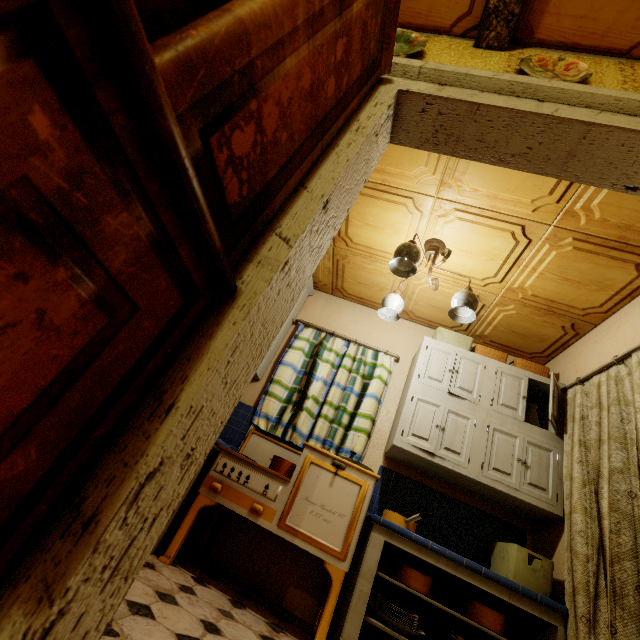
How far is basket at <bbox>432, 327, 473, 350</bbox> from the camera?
3.2 meters

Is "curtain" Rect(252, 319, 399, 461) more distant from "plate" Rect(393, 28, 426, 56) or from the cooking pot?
"plate" Rect(393, 28, 426, 56)

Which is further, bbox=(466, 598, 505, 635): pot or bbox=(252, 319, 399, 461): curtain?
bbox=(252, 319, 399, 461): curtain

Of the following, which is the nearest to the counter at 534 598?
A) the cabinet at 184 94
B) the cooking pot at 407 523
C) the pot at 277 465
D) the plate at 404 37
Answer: the cooking pot at 407 523

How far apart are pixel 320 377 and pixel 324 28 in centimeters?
286cm

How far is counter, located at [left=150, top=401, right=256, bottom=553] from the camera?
2.28m

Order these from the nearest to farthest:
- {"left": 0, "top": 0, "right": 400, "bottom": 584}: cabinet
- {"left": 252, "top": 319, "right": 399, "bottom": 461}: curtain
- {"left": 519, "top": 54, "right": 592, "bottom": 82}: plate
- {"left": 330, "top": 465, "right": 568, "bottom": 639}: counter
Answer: {"left": 0, "top": 0, "right": 400, "bottom": 584}: cabinet, {"left": 519, "top": 54, "right": 592, "bottom": 82}: plate, {"left": 330, "top": 465, "right": 568, "bottom": 639}: counter, {"left": 252, "top": 319, "right": 399, "bottom": 461}: curtain

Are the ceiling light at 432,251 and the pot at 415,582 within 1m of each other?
no
